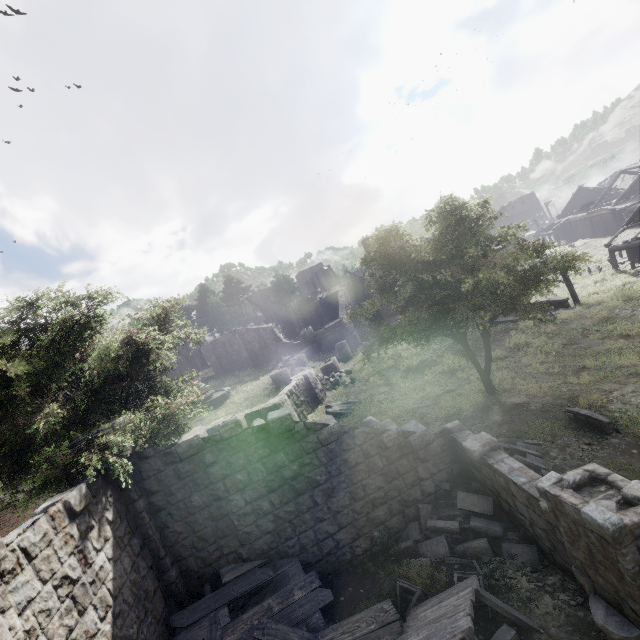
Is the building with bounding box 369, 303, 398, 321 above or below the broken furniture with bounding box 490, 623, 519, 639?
above

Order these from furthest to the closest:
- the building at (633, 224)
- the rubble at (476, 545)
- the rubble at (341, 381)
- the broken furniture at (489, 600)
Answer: the building at (633, 224)
the rubble at (341, 381)
the rubble at (476, 545)
the broken furniture at (489, 600)

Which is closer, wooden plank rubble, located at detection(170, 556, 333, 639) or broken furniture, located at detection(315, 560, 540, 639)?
broken furniture, located at detection(315, 560, 540, 639)

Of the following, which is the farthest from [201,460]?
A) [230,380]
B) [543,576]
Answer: [230,380]

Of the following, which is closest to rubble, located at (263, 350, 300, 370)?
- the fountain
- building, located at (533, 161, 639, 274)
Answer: building, located at (533, 161, 639, 274)

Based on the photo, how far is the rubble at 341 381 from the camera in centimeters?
2456cm

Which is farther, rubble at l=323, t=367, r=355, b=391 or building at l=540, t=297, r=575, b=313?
rubble at l=323, t=367, r=355, b=391

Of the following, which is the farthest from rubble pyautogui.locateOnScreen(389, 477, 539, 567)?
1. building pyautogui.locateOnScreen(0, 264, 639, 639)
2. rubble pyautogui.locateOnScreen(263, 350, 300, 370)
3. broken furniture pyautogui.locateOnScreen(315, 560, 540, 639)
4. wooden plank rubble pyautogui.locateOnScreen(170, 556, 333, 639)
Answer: rubble pyautogui.locateOnScreen(263, 350, 300, 370)
